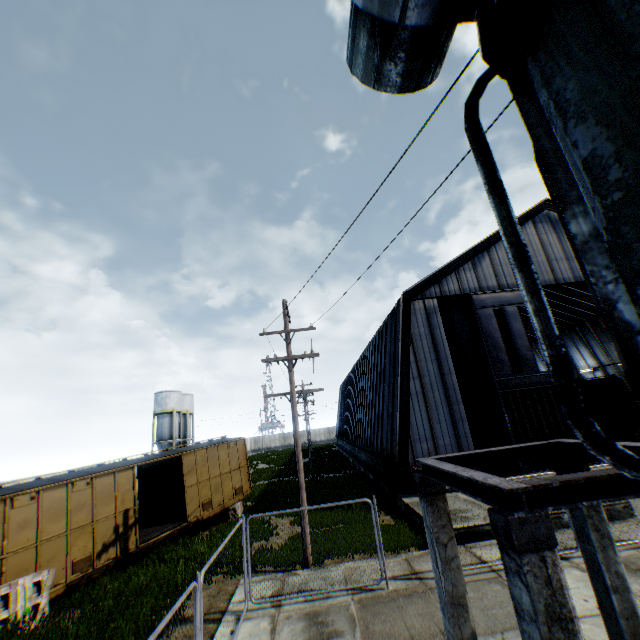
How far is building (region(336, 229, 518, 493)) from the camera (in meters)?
17.69

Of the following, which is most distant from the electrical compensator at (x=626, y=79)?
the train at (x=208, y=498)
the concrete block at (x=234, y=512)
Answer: the concrete block at (x=234, y=512)

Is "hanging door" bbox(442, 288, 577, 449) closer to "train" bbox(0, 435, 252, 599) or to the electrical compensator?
"train" bbox(0, 435, 252, 599)

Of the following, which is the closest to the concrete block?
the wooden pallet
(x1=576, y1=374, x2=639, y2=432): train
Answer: the wooden pallet

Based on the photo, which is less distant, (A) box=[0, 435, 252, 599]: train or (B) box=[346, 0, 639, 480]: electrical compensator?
(B) box=[346, 0, 639, 480]: electrical compensator

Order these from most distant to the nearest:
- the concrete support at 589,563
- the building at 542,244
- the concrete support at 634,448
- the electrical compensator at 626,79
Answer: the building at 542,244, the concrete support at 634,448, the concrete support at 589,563, the electrical compensator at 626,79

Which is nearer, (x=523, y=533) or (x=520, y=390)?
(x=523, y=533)

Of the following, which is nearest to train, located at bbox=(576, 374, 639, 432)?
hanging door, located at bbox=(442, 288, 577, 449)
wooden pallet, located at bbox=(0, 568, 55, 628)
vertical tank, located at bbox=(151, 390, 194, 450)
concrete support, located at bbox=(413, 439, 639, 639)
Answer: hanging door, located at bbox=(442, 288, 577, 449)
